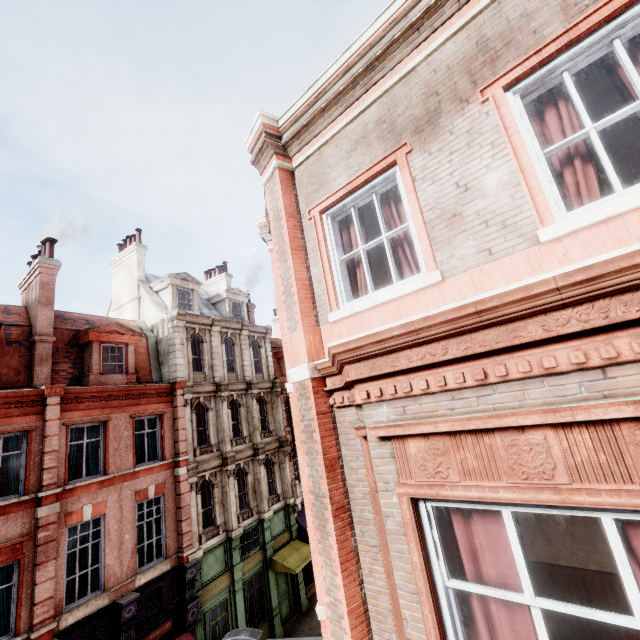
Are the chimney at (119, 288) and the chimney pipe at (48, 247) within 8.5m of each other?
yes

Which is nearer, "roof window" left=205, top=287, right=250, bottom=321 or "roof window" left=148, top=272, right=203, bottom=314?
"roof window" left=148, top=272, right=203, bottom=314

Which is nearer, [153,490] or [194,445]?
[153,490]

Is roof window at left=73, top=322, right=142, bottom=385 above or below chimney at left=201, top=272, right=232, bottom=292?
below

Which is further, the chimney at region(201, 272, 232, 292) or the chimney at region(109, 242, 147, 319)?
the chimney at region(201, 272, 232, 292)

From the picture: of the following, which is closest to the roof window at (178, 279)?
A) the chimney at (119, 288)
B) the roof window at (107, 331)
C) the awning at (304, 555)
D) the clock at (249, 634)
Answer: the chimney at (119, 288)

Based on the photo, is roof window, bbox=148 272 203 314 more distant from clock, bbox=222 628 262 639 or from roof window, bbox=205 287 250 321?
clock, bbox=222 628 262 639

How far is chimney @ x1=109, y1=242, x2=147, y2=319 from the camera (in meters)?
20.06
